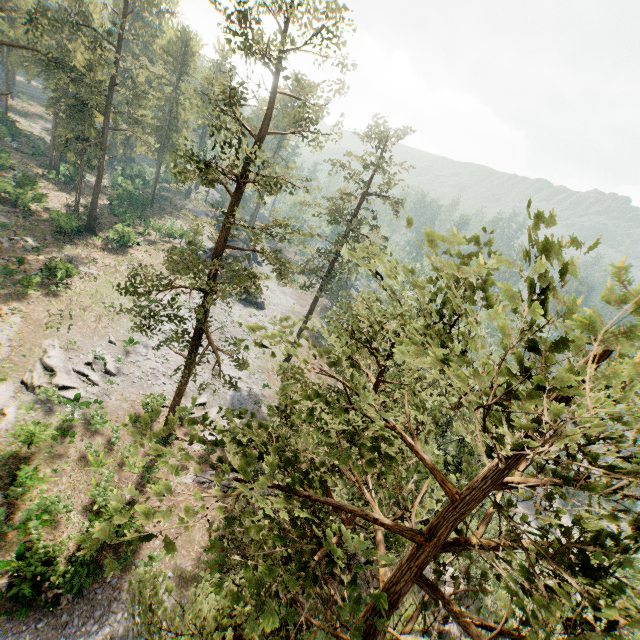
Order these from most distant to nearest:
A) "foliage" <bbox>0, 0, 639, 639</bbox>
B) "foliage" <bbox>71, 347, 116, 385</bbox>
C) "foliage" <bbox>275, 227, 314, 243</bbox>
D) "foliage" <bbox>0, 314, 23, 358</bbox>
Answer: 1. "foliage" <bbox>71, 347, 116, 385</bbox>
2. "foliage" <bbox>0, 314, 23, 358</bbox>
3. "foliage" <bbox>275, 227, 314, 243</bbox>
4. "foliage" <bbox>0, 0, 639, 639</bbox>

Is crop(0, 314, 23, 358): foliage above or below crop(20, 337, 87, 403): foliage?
above

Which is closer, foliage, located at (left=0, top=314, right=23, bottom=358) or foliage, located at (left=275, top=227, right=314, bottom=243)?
foliage, located at (left=275, top=227, right=314, bottom=243)

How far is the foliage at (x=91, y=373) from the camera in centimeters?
2534cm

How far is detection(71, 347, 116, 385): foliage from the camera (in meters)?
25.34

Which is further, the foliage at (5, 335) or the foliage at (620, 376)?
the foliage at (5, 335)

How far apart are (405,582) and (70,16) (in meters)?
64.89
